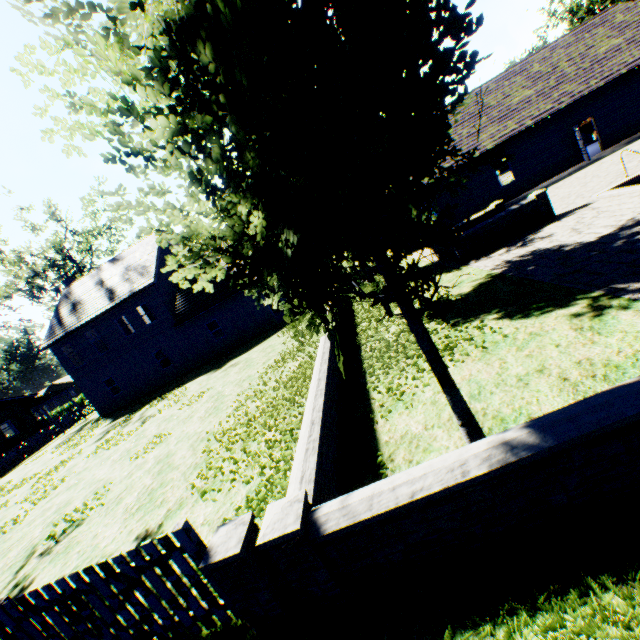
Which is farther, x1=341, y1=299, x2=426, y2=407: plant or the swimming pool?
the swimming pool

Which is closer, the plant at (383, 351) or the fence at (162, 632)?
the fence at (162, 632)

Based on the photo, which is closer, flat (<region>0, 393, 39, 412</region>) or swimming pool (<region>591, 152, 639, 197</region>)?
swimming pool (<region>591, 152, 639, 197</region>)

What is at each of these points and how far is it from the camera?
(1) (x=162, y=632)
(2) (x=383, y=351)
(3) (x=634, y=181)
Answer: (1) fence, 3.4 meters
(2) plant, 8.0 meters
(3) swimming pool, 11.0 meters

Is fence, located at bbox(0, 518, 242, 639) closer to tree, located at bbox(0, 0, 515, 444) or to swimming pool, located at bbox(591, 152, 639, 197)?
tree, located at bbox(0, 0, 515, 444)

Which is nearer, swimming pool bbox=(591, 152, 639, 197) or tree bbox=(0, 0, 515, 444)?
tree bbox=(0, 0, 515, 444)

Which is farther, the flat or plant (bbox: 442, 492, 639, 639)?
the flat

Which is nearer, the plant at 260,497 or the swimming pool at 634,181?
the plant at 260,497
